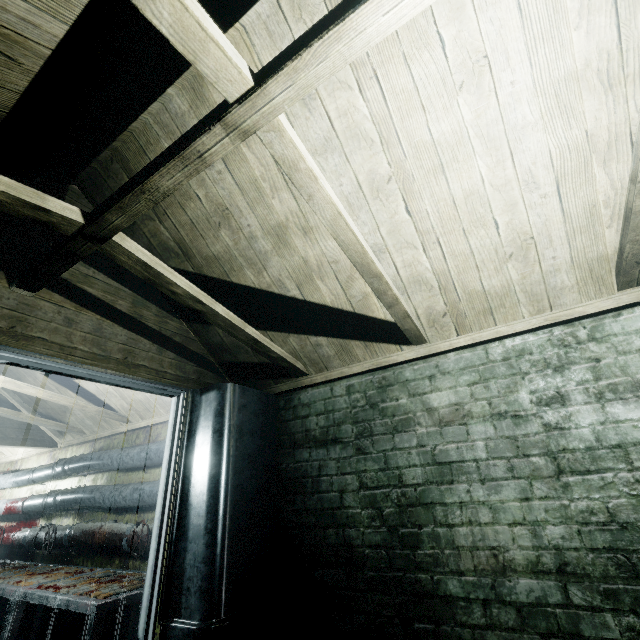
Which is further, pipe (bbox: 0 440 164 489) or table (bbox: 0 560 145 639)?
pipe (bbox: 0 440 164 489)

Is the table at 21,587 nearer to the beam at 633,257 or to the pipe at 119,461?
the pipe at 119,461

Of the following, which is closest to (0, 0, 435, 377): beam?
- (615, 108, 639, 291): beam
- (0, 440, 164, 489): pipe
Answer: (615, 108, 639, 291): beam

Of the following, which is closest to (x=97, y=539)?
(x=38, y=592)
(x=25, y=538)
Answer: (x=38, y=592)

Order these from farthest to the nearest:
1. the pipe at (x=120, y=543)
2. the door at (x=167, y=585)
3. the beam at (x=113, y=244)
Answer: the pipe at (x=120, y=543)
the door at (x=167, y=585)
the beam at (x=113, y=244)

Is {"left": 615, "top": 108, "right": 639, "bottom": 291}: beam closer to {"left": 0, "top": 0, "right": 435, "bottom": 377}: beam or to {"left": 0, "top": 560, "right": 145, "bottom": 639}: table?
{"left": 0, "top": 0, "right": 435, "bottom": 377}: beam

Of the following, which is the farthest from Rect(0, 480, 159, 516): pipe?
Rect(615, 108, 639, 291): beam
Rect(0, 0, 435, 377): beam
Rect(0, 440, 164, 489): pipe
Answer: Rect(615, 108, 639, 291): beam

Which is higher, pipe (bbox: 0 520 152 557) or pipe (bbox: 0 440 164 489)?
pipe (bbox: 0 440 164 489)
